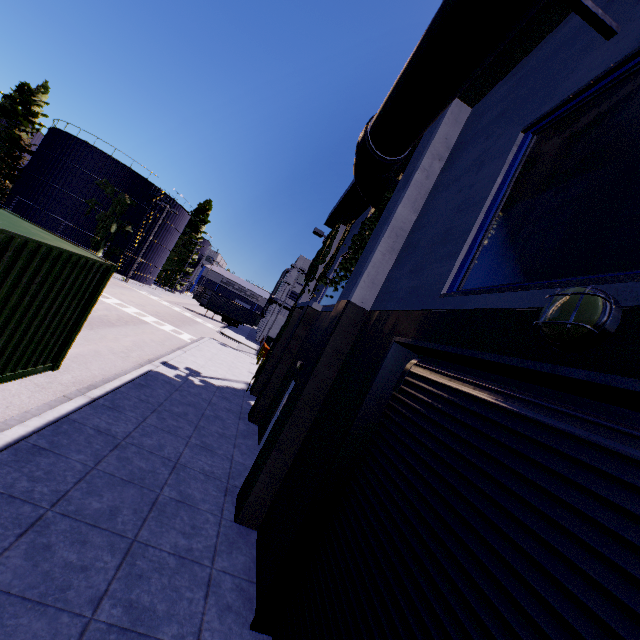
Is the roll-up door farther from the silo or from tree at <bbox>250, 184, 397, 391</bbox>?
the silo

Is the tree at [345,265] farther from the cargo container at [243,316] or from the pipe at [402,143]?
the cargo container at [243,316]

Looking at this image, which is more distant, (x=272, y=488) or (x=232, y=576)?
(x=272, y=488)

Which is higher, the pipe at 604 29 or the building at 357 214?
the building at 357 214

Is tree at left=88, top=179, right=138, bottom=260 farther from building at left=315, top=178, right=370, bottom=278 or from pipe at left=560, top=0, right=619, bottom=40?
pipe at left=560, top=0, right=619, bottom=40

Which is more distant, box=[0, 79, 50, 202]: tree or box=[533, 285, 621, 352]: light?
box=[0, 79, 50, 202]: tree

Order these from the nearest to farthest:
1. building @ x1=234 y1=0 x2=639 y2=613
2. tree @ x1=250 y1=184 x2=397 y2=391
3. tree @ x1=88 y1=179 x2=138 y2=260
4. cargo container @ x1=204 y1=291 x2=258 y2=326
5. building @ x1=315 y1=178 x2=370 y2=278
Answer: building @ x1=234 y1=0 x2=639 y2=613, tree @ x1=250 y1=184 x2=397 y2=391, building @ x1=315 y1=178 x2=370 y2=278, tree @ x1=88 y1=179 x2=138 y2=260, cargo container @ x1=204 y1=291 x2=258 y2=326

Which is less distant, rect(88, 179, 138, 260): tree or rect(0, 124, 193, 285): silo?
rect(0, 124, 193, 285): silo
